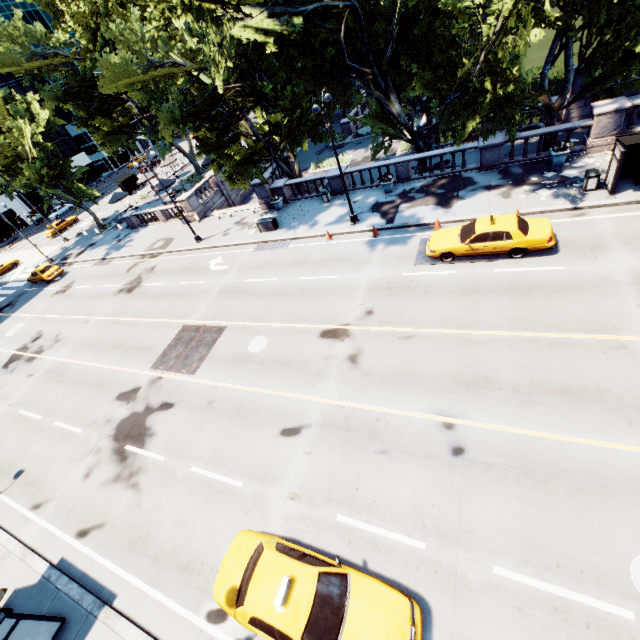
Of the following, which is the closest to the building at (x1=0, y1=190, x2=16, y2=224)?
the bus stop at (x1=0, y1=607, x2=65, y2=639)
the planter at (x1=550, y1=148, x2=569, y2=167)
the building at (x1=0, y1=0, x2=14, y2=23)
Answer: the building at (x1=0, y1=0, x2=14, y2=23)

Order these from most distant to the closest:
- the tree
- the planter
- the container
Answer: the container < the planter < the tree

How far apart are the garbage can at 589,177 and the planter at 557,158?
2.5 meters

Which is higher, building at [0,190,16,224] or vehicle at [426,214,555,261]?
building at [0,190,16,224]

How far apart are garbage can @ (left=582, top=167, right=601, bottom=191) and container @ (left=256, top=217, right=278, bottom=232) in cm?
1851

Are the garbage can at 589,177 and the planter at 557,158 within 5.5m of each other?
yes

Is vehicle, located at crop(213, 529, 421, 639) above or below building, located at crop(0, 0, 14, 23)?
below

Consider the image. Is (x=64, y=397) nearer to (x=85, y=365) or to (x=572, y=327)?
(x=85, y=365)
